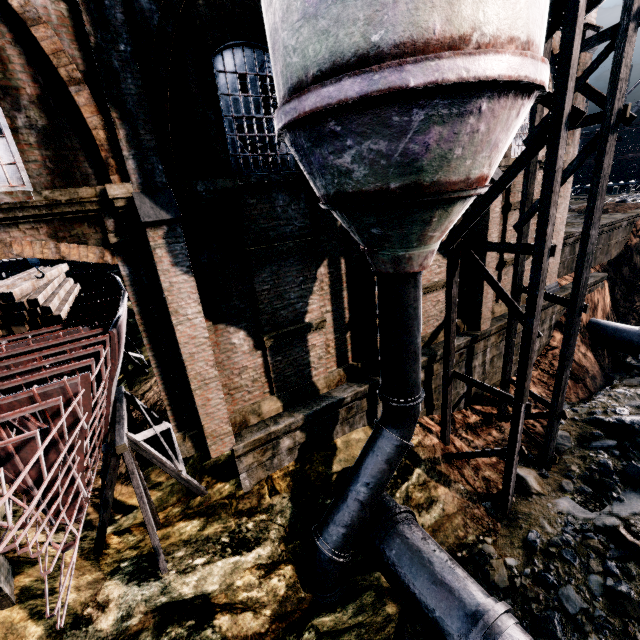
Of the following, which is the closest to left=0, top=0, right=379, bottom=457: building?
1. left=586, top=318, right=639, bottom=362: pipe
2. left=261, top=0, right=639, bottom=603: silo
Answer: left=261, top=0, right=639, bottom=603: silo

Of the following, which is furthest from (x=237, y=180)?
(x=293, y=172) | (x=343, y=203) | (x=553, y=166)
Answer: (x=553, y=166)

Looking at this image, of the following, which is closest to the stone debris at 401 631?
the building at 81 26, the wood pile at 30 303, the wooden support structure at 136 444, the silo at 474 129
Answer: the silo at 474 129

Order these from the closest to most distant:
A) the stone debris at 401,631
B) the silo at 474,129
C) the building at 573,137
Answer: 1. the silo at 474,129
2. the stone debris at 401,631
3. the building at 573,137

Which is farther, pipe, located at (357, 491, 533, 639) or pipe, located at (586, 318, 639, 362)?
pipe, located at (586, 318, 639, 362)

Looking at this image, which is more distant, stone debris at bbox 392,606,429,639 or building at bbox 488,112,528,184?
building at bbox 488,112,528,184

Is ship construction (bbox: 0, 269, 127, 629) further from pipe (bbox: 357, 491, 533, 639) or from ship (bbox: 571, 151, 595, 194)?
ship (bbox: 571, 151, 595, 194)

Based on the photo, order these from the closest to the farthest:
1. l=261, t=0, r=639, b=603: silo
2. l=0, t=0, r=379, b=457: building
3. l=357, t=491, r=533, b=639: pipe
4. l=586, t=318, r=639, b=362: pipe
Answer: l=261, t=0, r=639, b=603: silo < l=0, t=0, r=379, b=457: building < l=357, t=491, r=533, b=639: pipe < l=586, t=318, r=639, b=362: pipe
